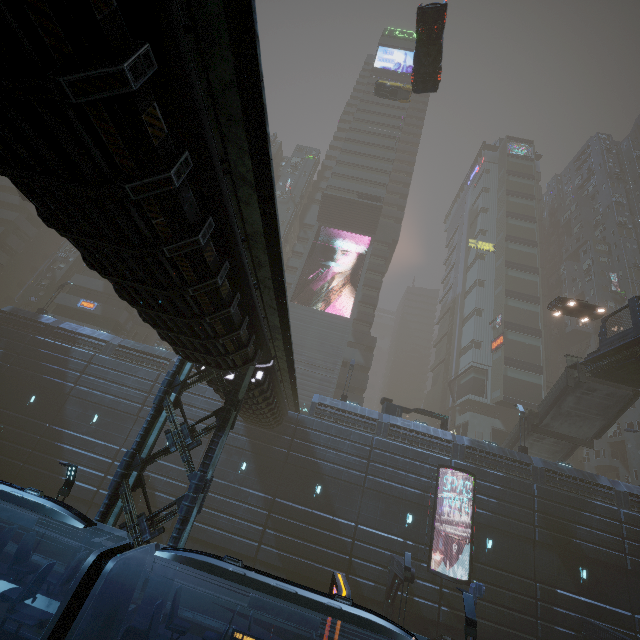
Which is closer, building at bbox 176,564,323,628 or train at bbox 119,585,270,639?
train at bbox 119,585,270,639

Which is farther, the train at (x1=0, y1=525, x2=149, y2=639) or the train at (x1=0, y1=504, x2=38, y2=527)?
the train at (x1=0, y1=504, x2=38, y2=527)

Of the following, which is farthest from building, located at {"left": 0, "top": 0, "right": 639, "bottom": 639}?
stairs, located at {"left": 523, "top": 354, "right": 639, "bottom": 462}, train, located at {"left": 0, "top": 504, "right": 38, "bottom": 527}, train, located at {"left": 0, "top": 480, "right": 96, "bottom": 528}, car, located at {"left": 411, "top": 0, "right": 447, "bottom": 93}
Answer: stairs, located at {"left": 523, "top": 354, "right": 639, "bottom": 462}

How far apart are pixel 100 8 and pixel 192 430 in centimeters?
1241cm

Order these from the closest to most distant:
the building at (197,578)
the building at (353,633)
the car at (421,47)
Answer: the car at (421,47) → the building at (353,633) → the building at (197,578)

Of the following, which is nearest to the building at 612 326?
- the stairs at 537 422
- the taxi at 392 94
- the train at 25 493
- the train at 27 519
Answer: the train at 27 519

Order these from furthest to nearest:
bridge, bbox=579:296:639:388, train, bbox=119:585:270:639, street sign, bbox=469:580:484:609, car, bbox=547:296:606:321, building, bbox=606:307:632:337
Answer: building, bbox=606:307:632:337, car, bbox=547:296:606:321, bridge, bbox=579:296:639:388, street sign, bbox=469:580:484:609, train, bbox=119:585:270:639

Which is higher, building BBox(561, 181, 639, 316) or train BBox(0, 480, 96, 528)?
building BBox(561, 181, 639, 316)
